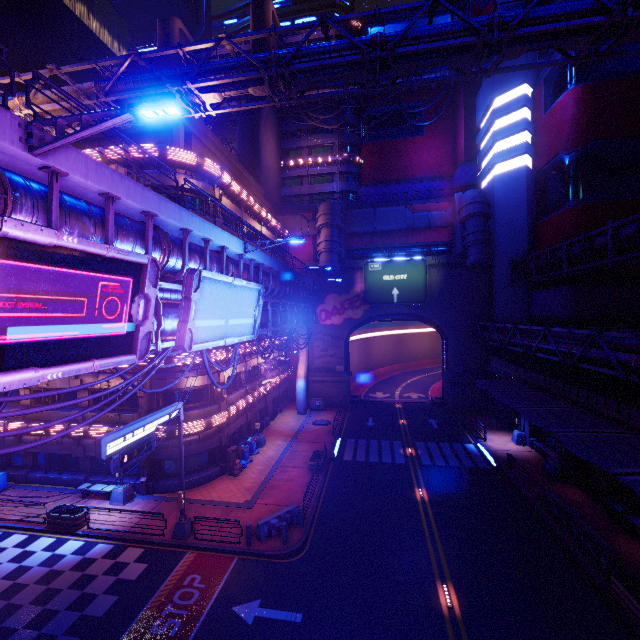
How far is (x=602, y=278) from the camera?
27.6m

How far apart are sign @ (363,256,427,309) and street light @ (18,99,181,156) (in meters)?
34.27

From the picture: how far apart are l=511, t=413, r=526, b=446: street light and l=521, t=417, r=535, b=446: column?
0.0 meters

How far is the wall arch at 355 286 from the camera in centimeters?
3816cm

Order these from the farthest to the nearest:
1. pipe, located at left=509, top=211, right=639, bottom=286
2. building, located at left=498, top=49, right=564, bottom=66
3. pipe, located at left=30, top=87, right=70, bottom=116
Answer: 1. building, located at left=498, top=49, right=564, bottom=66
2. pipe, located at left=509, top=211, right=639, bottom=286
3. pipe, located at left=30, top=87, right=70, bottom=116

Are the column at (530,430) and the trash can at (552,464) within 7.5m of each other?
yes

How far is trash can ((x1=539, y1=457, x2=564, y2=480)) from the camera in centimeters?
2234cm

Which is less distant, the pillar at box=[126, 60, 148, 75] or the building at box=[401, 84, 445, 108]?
the pillar at box=[126, 60, 148, 75]
